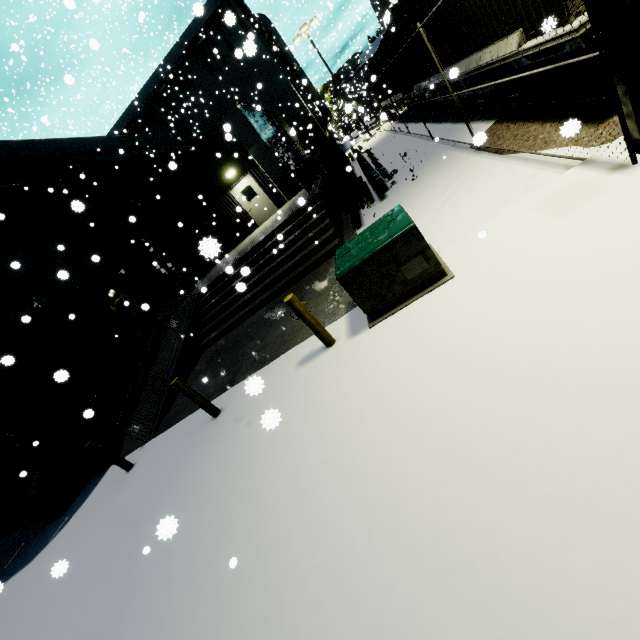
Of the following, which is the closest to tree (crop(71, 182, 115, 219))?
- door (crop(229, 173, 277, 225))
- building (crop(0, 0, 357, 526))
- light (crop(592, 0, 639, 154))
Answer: building (crop(0, 0, 357, 526))

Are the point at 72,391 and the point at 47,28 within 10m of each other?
no

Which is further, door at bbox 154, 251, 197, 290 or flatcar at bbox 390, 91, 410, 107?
door at bbox 154, 251, 197, 290

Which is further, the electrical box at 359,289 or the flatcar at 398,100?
the flatcar at 398,100

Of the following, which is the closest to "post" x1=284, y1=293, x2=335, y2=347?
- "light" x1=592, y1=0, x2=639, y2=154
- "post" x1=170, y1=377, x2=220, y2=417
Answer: "post" x1=170, y1=377, x2=220, y2=417

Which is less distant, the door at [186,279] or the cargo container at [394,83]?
the cargo container at [394,83]

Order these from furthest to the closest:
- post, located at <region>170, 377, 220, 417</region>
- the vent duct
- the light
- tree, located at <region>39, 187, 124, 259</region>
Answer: the vent duct < tree, located at <region>39, 187, 124, 259</region> < post, located at <region>170, 377, 220, 417</region> < the light

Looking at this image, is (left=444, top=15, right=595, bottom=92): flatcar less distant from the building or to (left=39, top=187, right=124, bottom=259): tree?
the building
